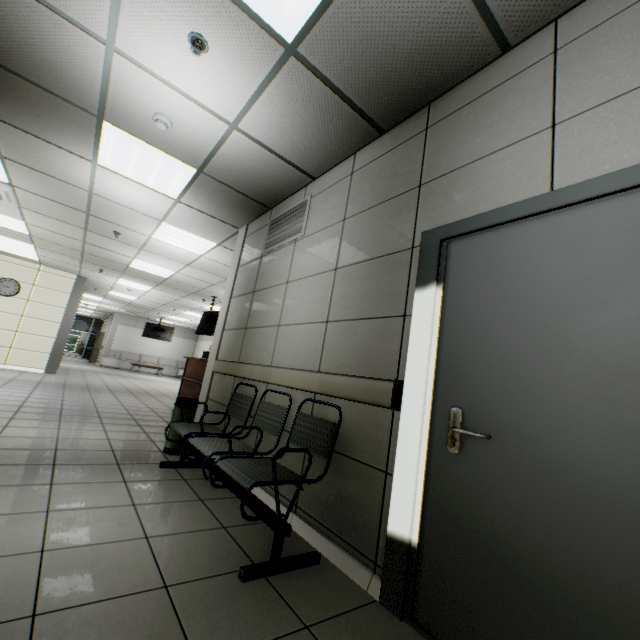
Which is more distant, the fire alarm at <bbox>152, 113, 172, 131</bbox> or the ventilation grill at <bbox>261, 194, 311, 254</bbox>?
the ventilation grill at <bbox>261, 194, 311, 254</bbox>

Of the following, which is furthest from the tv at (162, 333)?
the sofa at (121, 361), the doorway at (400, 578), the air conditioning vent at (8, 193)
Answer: the doorway at (400, 578)

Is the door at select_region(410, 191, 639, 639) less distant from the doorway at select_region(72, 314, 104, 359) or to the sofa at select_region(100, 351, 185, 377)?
the sofa at select_region(100, 351, 185, 377)

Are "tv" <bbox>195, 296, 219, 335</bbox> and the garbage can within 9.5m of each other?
yes

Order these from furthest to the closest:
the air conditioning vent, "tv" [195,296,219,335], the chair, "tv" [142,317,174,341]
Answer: "tv" [142,317,174,341] → "tv" [195,296,219,335] → the air conditioning vent → the chair

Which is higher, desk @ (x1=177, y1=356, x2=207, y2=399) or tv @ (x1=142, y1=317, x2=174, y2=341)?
tv @ (x1=142, y1=317, x2=174, y2=341)

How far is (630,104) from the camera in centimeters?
143cm

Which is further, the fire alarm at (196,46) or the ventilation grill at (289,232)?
the ventilation grill at (289,232)
